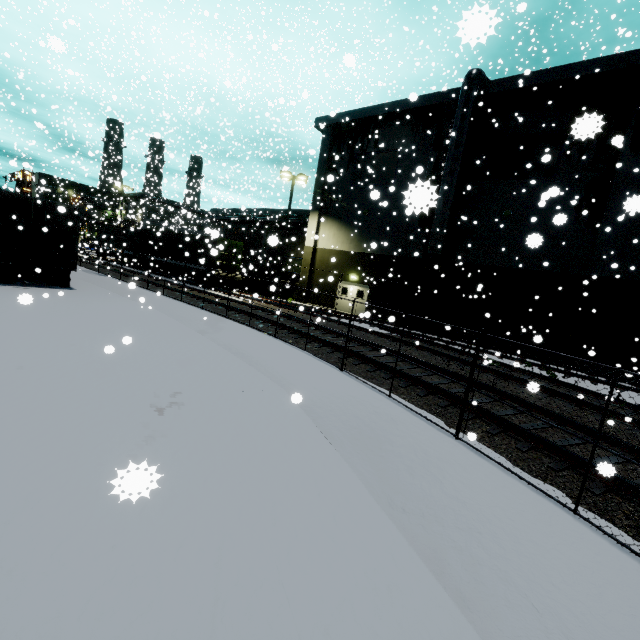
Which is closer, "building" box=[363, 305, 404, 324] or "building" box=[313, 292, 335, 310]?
"building" box=[363, 305, 404, 324]

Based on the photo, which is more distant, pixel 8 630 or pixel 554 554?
pixel 554 554

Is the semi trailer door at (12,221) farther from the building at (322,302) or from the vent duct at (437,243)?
the building at (322,302)

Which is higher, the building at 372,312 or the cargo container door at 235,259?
the cargo container door at 235,259

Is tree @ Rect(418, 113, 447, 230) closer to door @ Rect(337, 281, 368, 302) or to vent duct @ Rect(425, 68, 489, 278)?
vent duct @ Rect(425, 68, 489, 278)

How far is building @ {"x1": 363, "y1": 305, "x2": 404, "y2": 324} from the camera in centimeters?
794cm

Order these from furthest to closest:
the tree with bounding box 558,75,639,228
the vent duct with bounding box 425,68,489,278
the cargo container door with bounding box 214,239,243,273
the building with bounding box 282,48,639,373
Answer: the cargo container door with bounding box 214,239,243,273 → the vent duct with bounding box 425,68,489,278 → the building with bounding box 282,48,639,373 → the tree with bounding box 558,75,639,228

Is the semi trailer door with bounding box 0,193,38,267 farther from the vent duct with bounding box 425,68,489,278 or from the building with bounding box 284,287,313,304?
the building with bounding box 284,287,313,304
